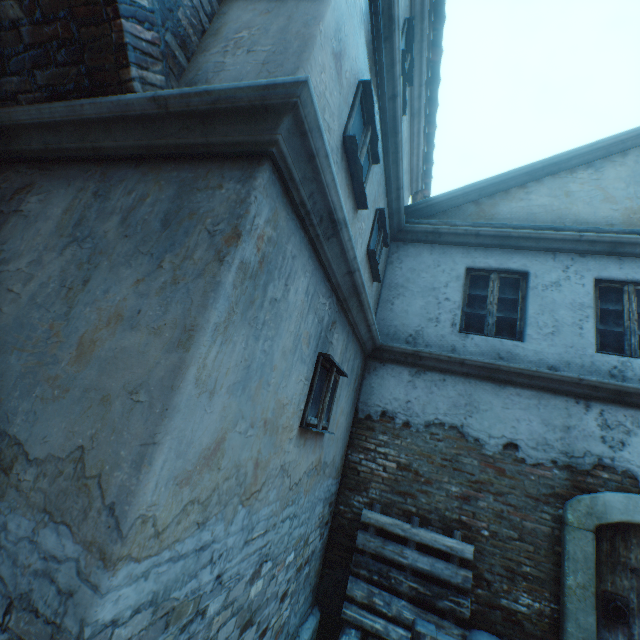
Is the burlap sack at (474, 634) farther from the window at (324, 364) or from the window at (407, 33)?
the window at (407, 33)

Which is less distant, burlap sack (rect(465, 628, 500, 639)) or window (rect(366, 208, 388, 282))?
burlap sack (rect(465, 628, 500, 639))

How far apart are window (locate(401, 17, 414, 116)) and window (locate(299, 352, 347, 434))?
4.4m

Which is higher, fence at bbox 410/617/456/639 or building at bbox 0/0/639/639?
building at bbox 0/0/639/639

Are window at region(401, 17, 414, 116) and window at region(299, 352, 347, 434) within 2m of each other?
no

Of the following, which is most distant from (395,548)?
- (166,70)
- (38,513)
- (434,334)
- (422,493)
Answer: (166,70)

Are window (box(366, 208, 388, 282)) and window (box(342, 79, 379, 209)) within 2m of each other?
yes

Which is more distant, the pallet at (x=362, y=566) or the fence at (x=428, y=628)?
the pallet at (x=362, y=566)
